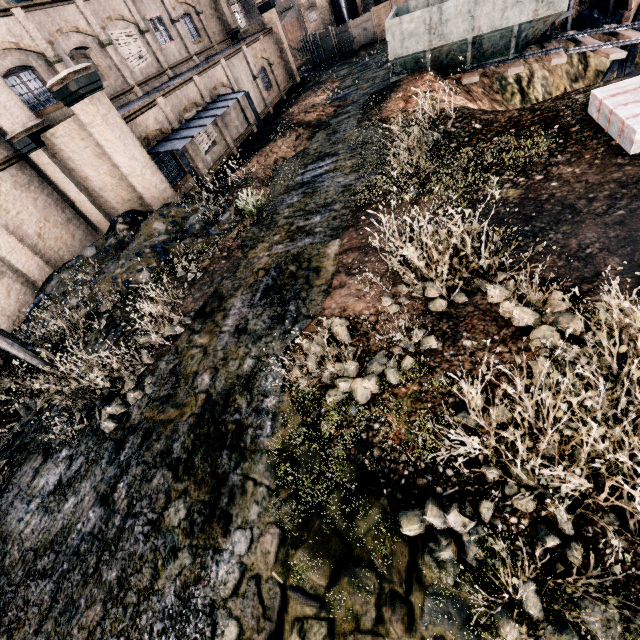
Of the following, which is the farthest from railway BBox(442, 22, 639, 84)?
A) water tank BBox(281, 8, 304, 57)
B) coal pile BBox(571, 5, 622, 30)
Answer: water tank BBox(281, 8, 304, 57)

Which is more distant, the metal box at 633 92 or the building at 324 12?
the building at 324 12

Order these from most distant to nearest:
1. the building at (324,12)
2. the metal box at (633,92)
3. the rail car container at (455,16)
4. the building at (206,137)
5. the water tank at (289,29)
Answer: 1. the water tank at (289,29)
2. the building at (324,12)
3. the building at (206,137)
4. the rail car container at (455,16)
5. the metal box at (633,92)

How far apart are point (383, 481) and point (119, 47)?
29.6m

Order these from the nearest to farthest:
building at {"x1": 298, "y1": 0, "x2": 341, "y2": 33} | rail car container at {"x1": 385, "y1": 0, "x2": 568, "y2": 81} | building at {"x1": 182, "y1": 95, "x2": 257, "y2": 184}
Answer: rail car container at {"x1": 385, "y1": 0, "x2": 568, "y2": 81}
building at {"x1": 182, "y1": 95, "x2": 257, "y2": 184}
building at {"x1": 298, "y1": 0, "x2": 341, "y2": 33}

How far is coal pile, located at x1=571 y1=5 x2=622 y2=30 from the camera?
25.52m

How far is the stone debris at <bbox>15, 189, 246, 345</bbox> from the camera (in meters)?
13.09

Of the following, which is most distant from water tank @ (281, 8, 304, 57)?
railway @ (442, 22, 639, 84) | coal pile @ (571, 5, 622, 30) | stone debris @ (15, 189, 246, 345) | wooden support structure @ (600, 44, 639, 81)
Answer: stone debris @ (15, 189, 246, 345)
